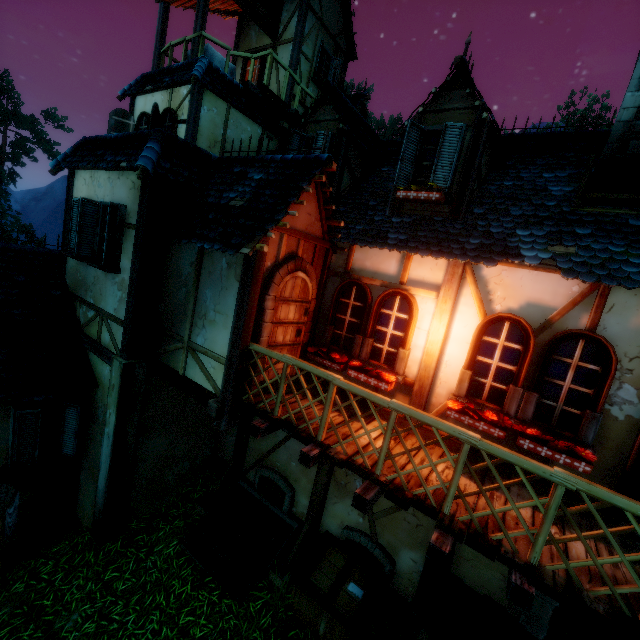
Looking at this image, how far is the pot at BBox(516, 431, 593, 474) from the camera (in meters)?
3.88

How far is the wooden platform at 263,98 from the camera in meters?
9.5 m

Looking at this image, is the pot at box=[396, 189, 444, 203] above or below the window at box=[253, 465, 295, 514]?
above

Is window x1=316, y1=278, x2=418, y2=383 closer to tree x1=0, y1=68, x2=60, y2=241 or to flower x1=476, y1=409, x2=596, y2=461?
flower x1=476, y1=409, x2=596, y2=461

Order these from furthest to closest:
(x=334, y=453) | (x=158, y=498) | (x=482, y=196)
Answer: (x=158, y=498) → (x=482, y=196) → (x=334, y=453)

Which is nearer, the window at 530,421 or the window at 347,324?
the window at 530,421

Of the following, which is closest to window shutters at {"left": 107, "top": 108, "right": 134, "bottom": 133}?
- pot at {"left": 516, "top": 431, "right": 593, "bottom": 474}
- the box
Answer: the box

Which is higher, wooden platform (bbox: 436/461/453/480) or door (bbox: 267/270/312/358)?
door (bbox: 267/270/312/358)
